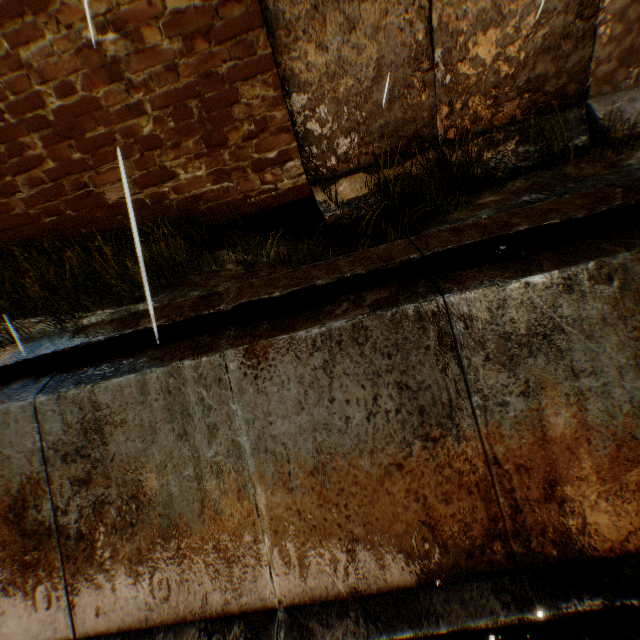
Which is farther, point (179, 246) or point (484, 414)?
point (179, 246)

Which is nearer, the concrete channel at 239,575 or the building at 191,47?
the concrete channel at 239,575

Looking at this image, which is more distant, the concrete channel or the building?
the building

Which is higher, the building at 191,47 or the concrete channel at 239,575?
the building at 191,47

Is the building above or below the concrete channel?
above
